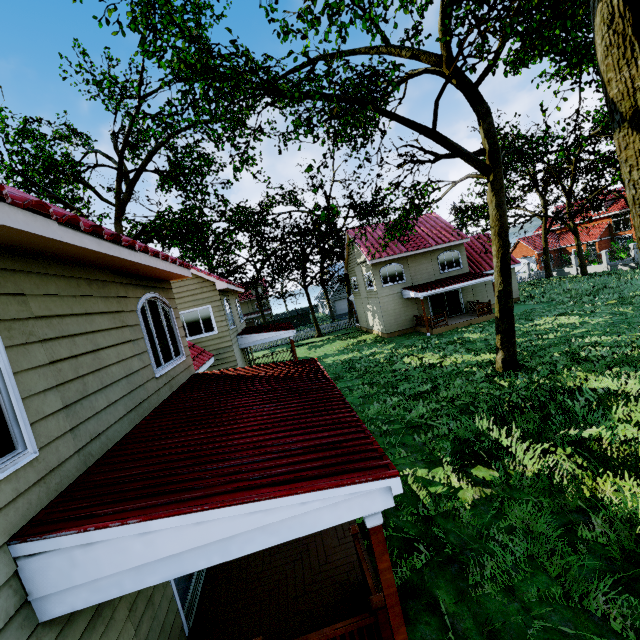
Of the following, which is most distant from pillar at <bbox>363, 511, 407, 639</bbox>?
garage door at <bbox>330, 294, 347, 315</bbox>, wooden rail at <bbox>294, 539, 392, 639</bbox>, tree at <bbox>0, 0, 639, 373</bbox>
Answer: garage door at <bbox>330, 294, 347, 315</bbox>

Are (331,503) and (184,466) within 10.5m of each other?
yes

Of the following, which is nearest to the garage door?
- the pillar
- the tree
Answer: → the tree

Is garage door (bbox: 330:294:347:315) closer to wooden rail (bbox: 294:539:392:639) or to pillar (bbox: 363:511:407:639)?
wooden rail (bbox: 294:539:392:639)

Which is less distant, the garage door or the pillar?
the pillar

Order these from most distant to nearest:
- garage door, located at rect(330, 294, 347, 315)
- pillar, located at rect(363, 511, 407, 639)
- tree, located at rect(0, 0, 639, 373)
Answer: garage door, located at rect(330, 294, 347, 315) → tree, located at rect(0, 0, 639, 373) → pillar, located at rect(363, 511, 407, 639)

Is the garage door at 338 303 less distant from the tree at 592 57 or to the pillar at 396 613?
the tree at 592 57

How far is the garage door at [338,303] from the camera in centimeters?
5303cm
